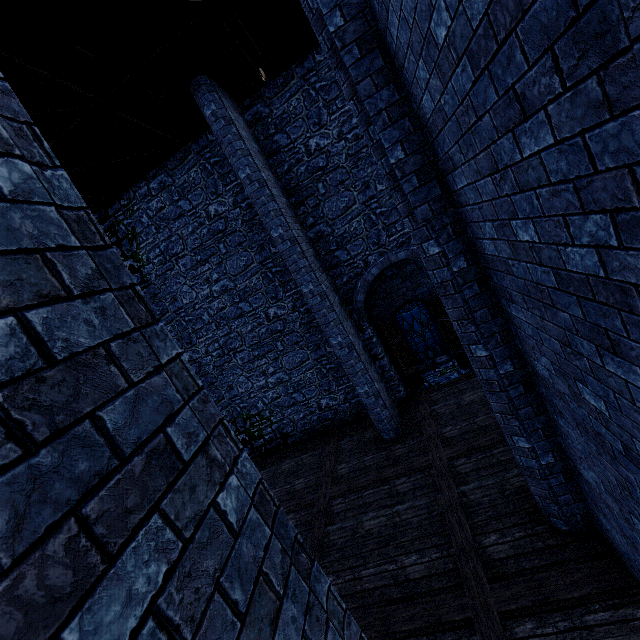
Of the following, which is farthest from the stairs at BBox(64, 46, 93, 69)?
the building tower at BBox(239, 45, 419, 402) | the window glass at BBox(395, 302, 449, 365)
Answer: the window glass at BBox(395, 302, 449, 365)

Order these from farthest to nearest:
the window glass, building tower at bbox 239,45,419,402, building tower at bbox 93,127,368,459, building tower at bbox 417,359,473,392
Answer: the window glass
building tower at bbox 417,359,473,392
building tower at bbox 93,127,368,459
building tower at bbox 239,45,419,402

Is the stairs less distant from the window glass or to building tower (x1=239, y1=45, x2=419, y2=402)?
building tower (x1=239, y1=45, x2=419, y2=402)

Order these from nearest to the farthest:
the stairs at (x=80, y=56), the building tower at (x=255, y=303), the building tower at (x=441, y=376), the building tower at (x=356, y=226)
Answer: the stairs at (x=80, y=56) → the building tower at (x=356, y=226) → the building tower at (x=255, y=303) → the building tower at (x=441, y=376)

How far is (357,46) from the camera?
3.46m

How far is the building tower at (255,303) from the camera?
9.48m
